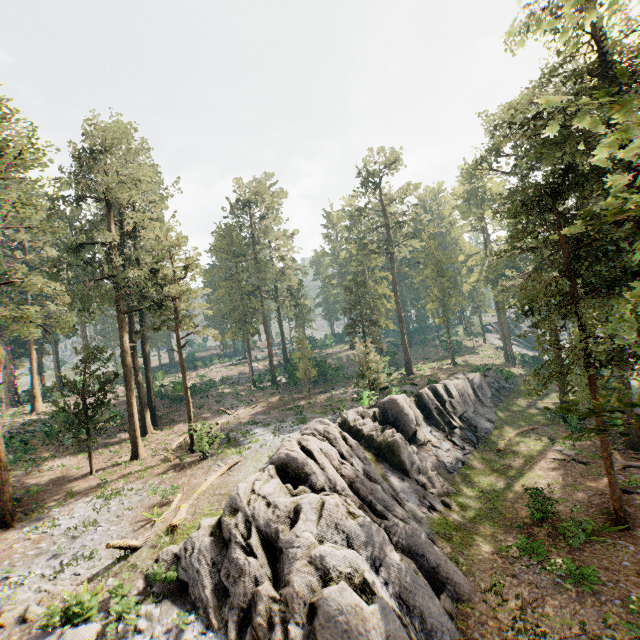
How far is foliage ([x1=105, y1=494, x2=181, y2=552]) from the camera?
12.8m

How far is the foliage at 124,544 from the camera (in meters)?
12.84

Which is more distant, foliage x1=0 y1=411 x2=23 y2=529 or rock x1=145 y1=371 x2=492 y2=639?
foliage x1=0 y1=411 x2=23 y2=529

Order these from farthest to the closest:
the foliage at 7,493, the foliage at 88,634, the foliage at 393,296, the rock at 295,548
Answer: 1. the foliage at 7,493
2. the rock at 295,548
3. the foliage at 88,634
4. the foliage at 393,296

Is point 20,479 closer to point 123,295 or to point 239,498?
point 123,295

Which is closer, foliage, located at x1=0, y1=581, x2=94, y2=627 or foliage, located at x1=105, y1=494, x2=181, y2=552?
foliage, located at x1=0, y1=581, x2=94, y2=627

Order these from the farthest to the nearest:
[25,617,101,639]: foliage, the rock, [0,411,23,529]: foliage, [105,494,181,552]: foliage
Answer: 1. [0,411,23,529]: foliage
2. [105,494,181,552]: foliage
3. the rock
4. [25,617,101,639]: foliage
